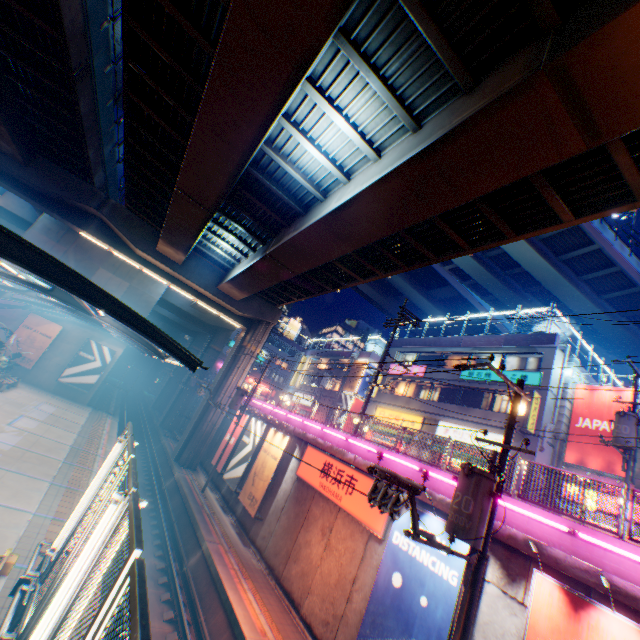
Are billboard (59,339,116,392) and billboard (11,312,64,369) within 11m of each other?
yes

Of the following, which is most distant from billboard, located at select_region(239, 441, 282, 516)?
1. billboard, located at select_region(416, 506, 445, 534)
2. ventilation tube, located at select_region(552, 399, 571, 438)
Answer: ventilation tube, located at select_region(552, 399, 571, 438)

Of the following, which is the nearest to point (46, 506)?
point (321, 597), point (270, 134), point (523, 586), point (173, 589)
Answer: point (173, 589)

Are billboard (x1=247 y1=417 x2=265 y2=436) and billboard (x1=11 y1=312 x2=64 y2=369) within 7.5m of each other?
no

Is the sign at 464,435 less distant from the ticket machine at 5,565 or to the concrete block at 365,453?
the concrete block at 365,453

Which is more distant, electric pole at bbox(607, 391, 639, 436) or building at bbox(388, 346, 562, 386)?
building at bbox(388, 346, 562, 386)

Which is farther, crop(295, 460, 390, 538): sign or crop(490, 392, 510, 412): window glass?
crop(490, 392, 510, 412): window glass

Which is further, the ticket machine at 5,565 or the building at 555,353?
the building at 555,353
